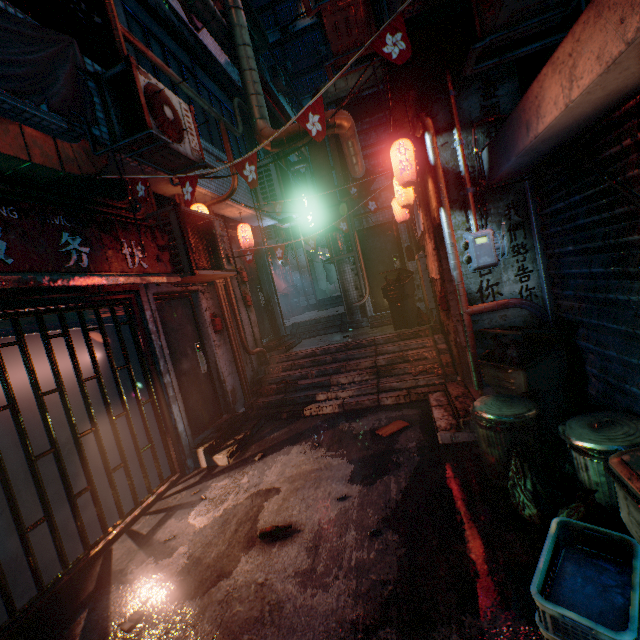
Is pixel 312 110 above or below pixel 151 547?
above

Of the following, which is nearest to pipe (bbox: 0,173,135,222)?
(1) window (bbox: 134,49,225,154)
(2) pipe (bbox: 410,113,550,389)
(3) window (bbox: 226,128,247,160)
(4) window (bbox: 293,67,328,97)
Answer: (1) window (bbox: 134,49,225,154)

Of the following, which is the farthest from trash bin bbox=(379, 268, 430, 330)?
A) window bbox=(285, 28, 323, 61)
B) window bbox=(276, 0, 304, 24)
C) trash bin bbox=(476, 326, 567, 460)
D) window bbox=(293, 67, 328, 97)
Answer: window bbox=(276, 0, 304, 24)

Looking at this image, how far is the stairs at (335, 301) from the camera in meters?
12.1 m

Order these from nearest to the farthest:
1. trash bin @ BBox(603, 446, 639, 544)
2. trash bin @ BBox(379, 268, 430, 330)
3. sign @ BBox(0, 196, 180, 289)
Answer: trash bin @ BBox(603, 446, 639, 544) < sign @ BBox(0, 196, 180, 289) < trash bin @ BBox(379, 268, 430, 330)

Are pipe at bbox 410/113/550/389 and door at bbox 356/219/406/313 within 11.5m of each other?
yes

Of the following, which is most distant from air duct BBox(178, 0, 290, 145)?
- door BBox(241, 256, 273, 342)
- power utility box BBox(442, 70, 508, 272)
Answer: power utility box BBox(442, 70, 508, 272)

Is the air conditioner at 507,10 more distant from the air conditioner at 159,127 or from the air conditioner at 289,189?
the air conditioner at 289,189
